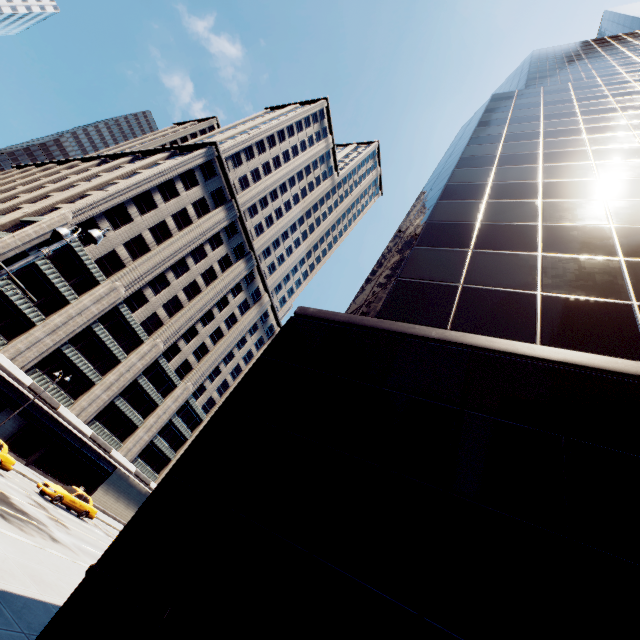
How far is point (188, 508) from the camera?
5.82m

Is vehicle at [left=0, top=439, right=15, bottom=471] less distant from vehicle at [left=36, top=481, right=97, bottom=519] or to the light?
vehicle at [left=36, top=481, right=97, bottom=519]

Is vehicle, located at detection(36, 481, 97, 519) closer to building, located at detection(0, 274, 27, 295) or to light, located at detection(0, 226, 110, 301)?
building, located at detection(0, 274, 27, 295)

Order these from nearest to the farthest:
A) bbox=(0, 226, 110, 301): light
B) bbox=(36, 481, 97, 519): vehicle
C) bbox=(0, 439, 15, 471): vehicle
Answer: bbox=(0, 226, 110, 301): light
bbox=(0, 439, 15, 471): vehicle
bbox=(36, 481, 97, 519): vehicle

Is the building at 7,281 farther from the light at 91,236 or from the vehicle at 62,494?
the light at 91,236

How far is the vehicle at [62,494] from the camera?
23.2 meters

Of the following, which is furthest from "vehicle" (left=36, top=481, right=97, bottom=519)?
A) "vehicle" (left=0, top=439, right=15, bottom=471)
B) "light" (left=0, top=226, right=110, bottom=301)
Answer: "light" (left=0, top=226, right=110, bottom=301)
